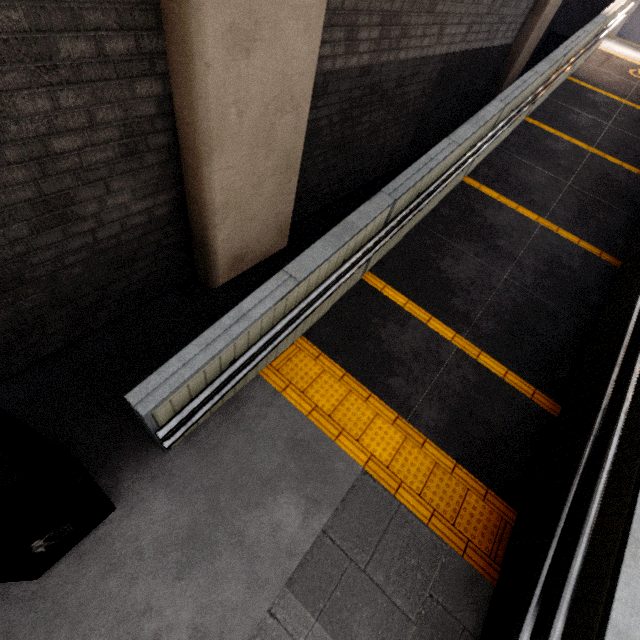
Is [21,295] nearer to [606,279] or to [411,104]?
[411,104]

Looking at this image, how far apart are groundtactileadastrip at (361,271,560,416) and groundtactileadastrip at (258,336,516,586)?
1.2 meters

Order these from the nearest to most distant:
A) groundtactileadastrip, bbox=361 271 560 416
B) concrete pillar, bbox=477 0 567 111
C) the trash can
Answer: the trash can, groundtactileadastrip, bbox=361 271 560 416, concrete pillar, bbox=477 0 567 111

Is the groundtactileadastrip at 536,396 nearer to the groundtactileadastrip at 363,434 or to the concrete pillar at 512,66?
the groundtactileadastrip at 363,434

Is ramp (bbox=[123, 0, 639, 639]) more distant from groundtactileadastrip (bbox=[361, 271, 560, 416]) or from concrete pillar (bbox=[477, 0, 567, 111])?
concrete pillar (bbox=[477, 0, 567, 111])

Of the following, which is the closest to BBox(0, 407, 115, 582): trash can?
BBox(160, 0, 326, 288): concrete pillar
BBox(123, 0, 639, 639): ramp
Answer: BBox(123, 0, 639, 639): ramp

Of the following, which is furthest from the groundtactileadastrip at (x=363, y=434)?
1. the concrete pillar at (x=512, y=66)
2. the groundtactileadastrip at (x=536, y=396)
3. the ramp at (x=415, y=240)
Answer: the concrete pillar at (x=512, y=66)

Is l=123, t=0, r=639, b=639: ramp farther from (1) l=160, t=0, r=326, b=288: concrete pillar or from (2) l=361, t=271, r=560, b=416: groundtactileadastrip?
(1) l=160, t=0, r=326, b=288: concrete pillar
